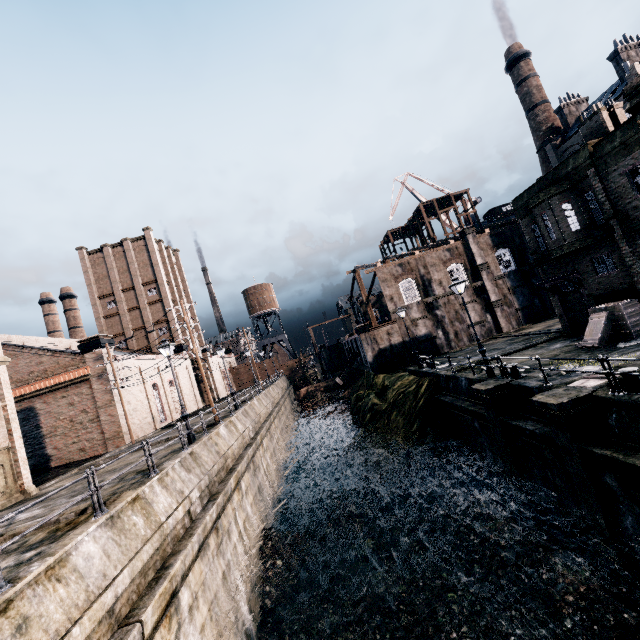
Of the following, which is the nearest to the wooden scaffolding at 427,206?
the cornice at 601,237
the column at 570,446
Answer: the cornice at 601,237

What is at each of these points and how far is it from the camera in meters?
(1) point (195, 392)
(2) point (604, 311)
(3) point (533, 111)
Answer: (1) building, 47.9 m
(2) wooden chest, 17.7 m
(3) chimney, 55.9 m

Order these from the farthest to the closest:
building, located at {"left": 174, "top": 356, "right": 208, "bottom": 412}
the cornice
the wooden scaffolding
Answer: the wooden scaffolding < building, located at {"left": 174, "top": 356, "right": 208, "bottom": 412} < the cornice

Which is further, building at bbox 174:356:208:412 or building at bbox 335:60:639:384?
building at bbox 174:356:208:412

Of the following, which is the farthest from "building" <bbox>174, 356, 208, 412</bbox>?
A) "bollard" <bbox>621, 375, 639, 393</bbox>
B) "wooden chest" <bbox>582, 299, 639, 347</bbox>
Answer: "wooden chest" <bbox>582, 299, 639, 347</bbox>

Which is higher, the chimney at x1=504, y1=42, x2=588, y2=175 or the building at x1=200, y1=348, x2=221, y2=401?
the chimney at x1=504, y1=42, x2=588, y2=175

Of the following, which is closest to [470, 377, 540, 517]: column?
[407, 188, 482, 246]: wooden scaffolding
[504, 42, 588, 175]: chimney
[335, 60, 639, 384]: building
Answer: [335, 60, 639, 384]: building

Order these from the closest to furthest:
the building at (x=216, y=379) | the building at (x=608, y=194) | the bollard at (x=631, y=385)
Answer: the bollard at (x=631, y=385)
the building at (x=608, y=194)
the building at (x=216, y=379)
